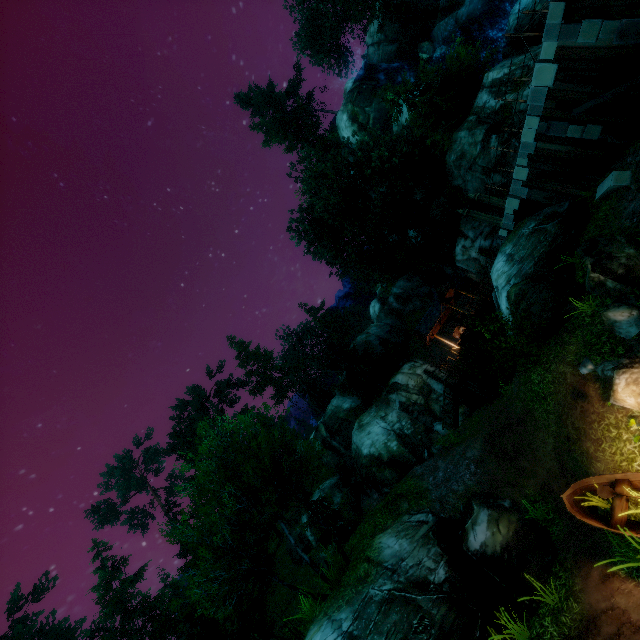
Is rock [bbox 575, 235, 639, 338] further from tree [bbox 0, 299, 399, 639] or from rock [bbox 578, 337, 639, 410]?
tree [bbox 0, 299, 399, 639]

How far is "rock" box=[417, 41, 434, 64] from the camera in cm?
3284

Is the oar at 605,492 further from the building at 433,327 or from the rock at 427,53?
the rock at 427,53

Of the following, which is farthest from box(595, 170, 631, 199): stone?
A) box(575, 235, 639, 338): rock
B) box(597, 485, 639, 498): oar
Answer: box(597, 485, 639, 498): oar

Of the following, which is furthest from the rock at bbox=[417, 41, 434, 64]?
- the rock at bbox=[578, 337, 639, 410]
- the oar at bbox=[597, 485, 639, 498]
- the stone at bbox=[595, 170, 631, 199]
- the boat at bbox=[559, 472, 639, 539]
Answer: the oar at bbox=[597, 485, 639, 498]

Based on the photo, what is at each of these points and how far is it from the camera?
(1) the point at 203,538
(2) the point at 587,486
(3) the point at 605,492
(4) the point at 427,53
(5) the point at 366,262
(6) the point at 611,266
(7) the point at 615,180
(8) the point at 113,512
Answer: (1) tree, 13.4m
(2) boat, 8.9m
(3) oar, 8.3m
(4) rock, 33.2m
(5) tree, 30.3m
(6) rock, 10.0m
(7) stone, 11.4m
(8) tree, 58.2m

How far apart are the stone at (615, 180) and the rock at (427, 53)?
29.7m

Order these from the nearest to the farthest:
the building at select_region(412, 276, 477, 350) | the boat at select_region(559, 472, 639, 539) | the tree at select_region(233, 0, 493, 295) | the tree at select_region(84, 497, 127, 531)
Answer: the boat at select_region(559, 472, 639, 539), the tree at select_region(233, 0, 493, 295), the building at select_region(412, 276, 477, 350), the tree at select_region(84, 497, 127, 531)
